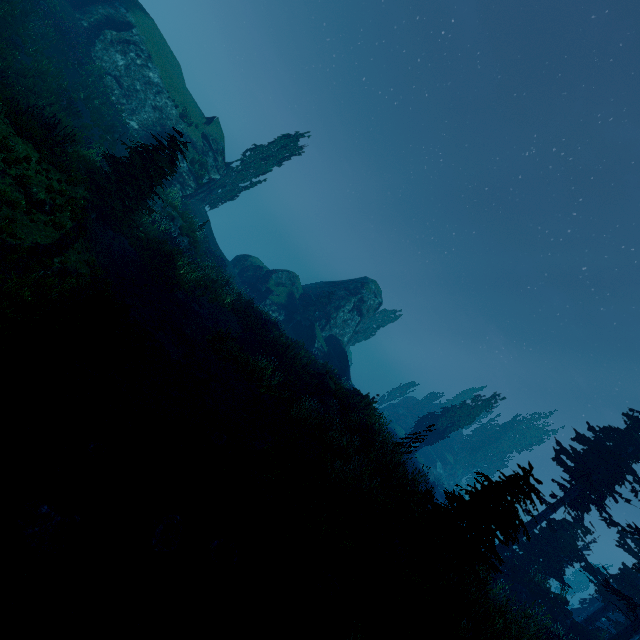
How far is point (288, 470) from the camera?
10.3 meters

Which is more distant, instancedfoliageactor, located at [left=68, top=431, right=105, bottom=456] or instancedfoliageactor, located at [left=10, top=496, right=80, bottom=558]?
instancedfoliageactor, located at [left=68, top=431, right=105, bottom=456]

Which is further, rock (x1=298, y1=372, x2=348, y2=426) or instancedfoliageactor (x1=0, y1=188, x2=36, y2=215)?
rock (x1=298, y1=372, x2=348, y2=426)

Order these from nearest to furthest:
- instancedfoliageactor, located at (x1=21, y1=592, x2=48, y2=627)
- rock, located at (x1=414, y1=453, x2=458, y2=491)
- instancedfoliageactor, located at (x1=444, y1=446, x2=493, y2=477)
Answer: instancedfoliageactor, located at (x1=21, y1=592, x2=48, y2=627) < rock, located at (x1=414, y1=453, x2=458, y2=491) < instancedfoliageactor, located at (x1=444, y1=446, x2=493, y2=477)

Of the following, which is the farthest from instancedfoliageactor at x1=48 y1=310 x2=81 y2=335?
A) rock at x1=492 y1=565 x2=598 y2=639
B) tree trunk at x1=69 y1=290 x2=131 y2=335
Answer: tree trunk at x1=69 y1=290 x2=131 y2=335

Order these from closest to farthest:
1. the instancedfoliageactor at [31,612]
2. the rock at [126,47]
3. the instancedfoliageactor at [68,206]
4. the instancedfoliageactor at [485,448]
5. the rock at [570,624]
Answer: the instancedfoliageactor at [31,612]
the instancedfoliageactor at [68,206]
the rock at [570,624]
the rock at [126,47]
the instancedfoliageactor at [485,448]

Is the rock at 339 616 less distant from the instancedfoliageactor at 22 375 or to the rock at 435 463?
the instancedfoliageactor at 22 375
